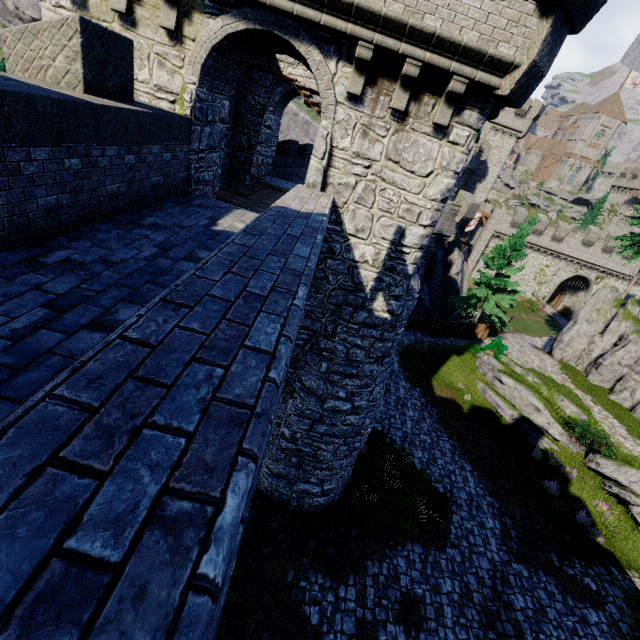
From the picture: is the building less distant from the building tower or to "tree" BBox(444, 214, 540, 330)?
"tree" BBox(444, 214, 540, 330)

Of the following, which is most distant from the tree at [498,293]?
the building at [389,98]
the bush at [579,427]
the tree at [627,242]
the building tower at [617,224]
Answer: the building tower at [617,224]

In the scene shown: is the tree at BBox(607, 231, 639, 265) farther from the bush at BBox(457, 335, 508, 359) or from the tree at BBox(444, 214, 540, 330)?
the bush at BBox(457, 335, 508, 359)

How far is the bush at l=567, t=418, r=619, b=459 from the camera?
16.6 meters

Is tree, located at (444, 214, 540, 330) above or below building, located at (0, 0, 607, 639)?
below

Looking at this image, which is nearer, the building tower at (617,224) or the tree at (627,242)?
the tree at (627,242)

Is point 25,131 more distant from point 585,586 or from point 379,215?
point 585,586

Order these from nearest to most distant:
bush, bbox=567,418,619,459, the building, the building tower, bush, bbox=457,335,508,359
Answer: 1. the building
2. bush, bbox=567,418,619,459
3. bush, bbox=457,335,508,359
4. the building tower
